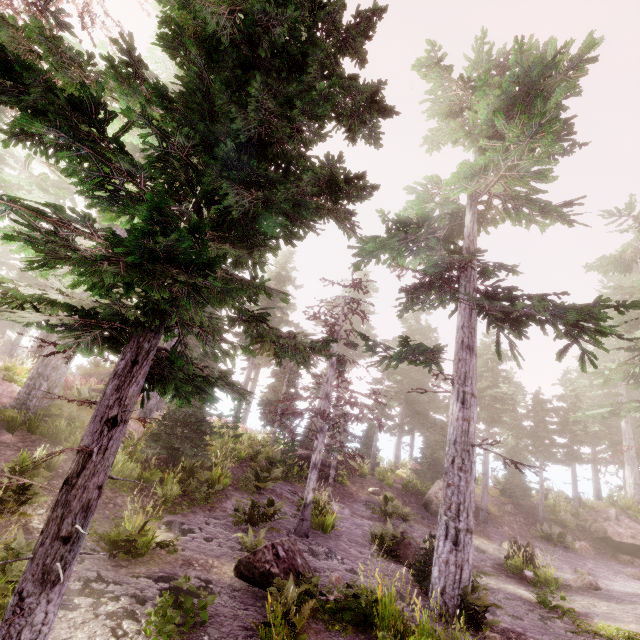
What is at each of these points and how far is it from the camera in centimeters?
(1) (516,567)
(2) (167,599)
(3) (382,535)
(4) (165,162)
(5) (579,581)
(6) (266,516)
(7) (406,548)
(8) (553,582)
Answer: (1) instancedfoliageactor, 1349cm
(2) instancedfoliageactor, 567cm
(3) instancedfoliageactor, 1251cm
(4) instancedfoliageactor, 390cm
(5) instancedfoliageactor, 1328cm
(6) instancedfoliageactor, 1161cm
(7) rock, 1243cm
(8) instancedfoliageactor, 1245cm

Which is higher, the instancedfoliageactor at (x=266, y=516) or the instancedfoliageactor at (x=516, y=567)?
the instancedfoliageactor at (x=266, y=516)

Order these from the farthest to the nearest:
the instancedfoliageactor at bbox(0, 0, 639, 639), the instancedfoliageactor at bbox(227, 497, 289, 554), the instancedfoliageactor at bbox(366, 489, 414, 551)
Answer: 1. the instancedfoliageactor at bbox(366, 489, 414, 551)
2. the instancedfoliageactor at bbox(227, 497, 289, 554)
3. the instancedfoliageactor at bbox(0, 0, 639, 639)

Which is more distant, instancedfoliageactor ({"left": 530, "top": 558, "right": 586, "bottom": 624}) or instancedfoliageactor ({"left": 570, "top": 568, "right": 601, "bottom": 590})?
instancedfoliageactor ({"left": 570, "top": 568, "right": 601, "bottom": 590})

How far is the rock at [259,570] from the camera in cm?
733

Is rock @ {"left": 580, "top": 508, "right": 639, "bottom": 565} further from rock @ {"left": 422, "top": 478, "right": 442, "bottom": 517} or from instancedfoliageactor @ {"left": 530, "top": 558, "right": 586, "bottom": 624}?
rock @ {"left": 422, "top": 478, "right": 442, "bottom": 517}

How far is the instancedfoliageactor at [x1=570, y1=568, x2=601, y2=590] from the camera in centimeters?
1287cm

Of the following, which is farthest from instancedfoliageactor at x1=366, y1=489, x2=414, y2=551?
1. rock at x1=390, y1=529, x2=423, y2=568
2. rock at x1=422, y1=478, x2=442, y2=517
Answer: rock at x1=390, y1=529, x2=423, y2=568
